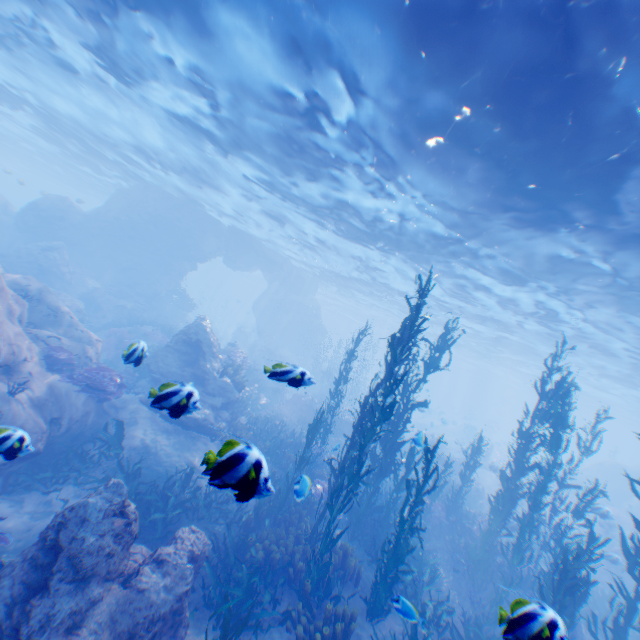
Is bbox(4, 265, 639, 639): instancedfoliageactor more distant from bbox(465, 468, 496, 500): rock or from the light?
the light

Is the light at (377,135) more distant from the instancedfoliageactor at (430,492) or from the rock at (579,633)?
the instancedfoliageactor at (430,492)

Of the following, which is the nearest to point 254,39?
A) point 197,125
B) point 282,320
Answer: point 197,125

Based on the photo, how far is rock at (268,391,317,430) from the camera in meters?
20.6

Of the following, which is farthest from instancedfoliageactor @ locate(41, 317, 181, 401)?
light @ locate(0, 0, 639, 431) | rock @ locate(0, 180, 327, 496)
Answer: light @ locate(0, 0, 639, 431)

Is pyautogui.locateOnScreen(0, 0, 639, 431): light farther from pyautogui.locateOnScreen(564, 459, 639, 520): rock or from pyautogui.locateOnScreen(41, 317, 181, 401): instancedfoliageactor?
pyautogui.locateOnScreen(41, 317, 181, 401): instancedfoliageactor

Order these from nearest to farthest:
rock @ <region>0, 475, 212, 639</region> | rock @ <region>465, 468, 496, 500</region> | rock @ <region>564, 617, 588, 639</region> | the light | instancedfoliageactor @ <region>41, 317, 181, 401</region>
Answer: rock @ <region>0, 475, 212, 639</region> < the light < rock @ <region>564, 617, 588, 639</region> < instancedfoliageactor @ <region>41, 317, 181, 401</region> < rock @ <region>465, 468, 496, 500</region>

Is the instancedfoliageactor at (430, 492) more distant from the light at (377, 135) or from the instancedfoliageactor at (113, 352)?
the light at (377, 135)
